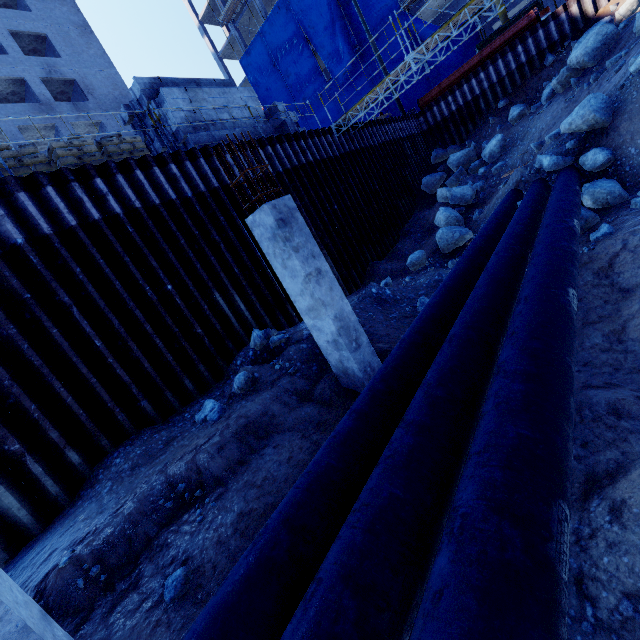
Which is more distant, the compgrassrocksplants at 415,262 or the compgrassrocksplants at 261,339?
the compgrassrocksplants at 415,262

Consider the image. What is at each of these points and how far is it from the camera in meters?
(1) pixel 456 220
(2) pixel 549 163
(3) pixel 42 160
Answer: (1) compgrassrocksplants, 13.6
(2) compgrassrocksplants, 11.1
(3) bagged concrete mix, 7.7

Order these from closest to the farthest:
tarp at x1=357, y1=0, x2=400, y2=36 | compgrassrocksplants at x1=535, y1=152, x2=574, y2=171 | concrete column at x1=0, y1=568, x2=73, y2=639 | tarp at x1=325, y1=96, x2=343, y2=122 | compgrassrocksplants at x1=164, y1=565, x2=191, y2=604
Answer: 1. concrete column at x1=0, y1=568, x2=73, y2=639
2. compgrassrocksplants at x1=164, y1=565, x2=191, y2=604
3. compgrassrocksplants at x1=535, y1=152, x2=574, y2=171
4. tarp at x1=357, y1=0, x2=400, y2=36
5. tarp at x1=325, y1=96, x2=343, y2=122

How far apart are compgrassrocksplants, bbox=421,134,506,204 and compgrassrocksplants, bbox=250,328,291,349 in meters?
14.6 m

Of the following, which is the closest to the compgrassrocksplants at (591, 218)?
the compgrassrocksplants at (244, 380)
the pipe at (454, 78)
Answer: the compgrassrocksplants at (244, 380)

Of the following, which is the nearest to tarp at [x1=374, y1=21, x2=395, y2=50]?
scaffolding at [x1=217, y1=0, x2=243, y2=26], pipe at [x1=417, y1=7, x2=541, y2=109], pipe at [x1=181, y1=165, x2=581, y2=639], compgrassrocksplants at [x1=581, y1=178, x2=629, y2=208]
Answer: scaffolding at [x1=217, y1=0, x2=243, y2=26]

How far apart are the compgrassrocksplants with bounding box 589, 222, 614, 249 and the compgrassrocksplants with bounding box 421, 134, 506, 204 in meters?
11.0

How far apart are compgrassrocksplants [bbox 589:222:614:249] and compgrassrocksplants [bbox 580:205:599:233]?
0.4 meters
